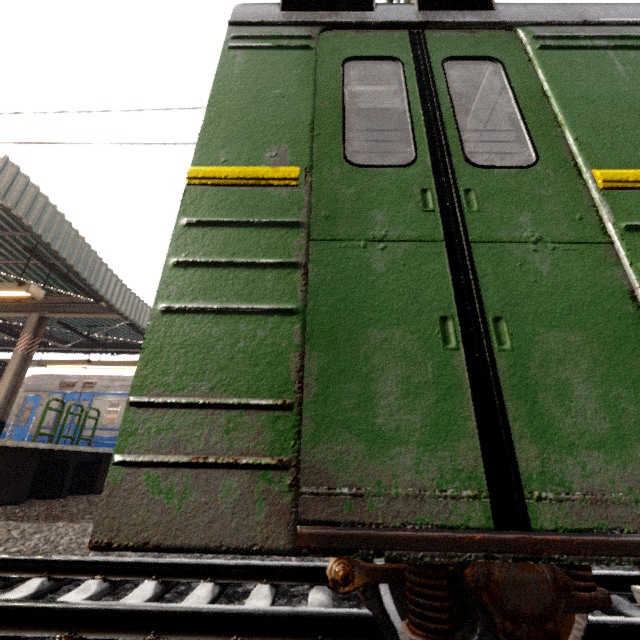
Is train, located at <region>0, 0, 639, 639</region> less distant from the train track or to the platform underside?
the train track

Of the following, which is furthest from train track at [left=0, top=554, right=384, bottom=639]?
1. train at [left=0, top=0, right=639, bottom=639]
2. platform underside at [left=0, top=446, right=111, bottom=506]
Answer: Answer: platform underside at [left=0, top=446, right=111, bottom=506]

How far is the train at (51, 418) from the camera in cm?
1159

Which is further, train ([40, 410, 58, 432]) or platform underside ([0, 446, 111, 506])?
train ([40, 410, 58, 432])

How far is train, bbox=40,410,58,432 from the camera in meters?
11.6

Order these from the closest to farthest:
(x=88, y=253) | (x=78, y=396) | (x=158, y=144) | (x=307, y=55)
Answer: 1. (x=307, y=55)
2. (x=158, y=144)
3. (x=88, y=253)
4. (x=78, y=396)

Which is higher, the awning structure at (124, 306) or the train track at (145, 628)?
the awning structure at (124, 306)

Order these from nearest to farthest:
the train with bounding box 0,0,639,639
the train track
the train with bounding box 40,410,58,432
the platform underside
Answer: the train with bounding box 0,0,639,639
the train track
the platform underside
the train with bounding box 40,410,58,432
